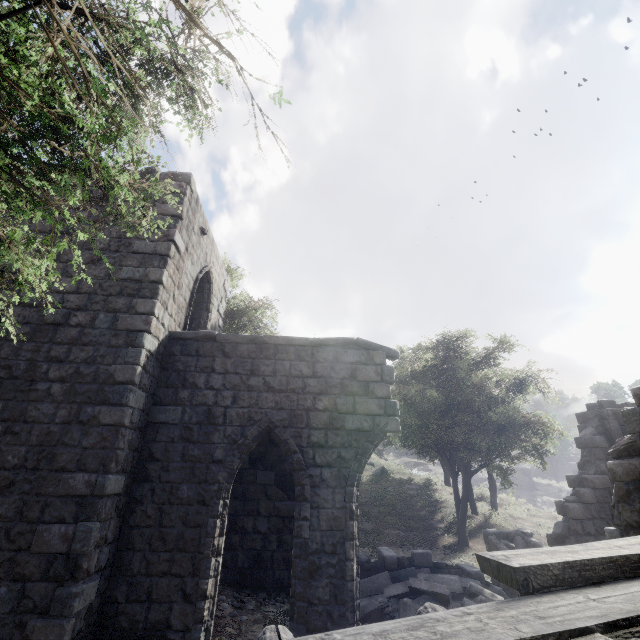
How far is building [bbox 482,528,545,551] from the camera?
9.80m

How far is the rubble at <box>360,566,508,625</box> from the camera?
7.09m

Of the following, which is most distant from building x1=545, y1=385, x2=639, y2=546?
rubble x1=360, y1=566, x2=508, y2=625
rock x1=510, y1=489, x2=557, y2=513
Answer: rock x1=510, y1=489, x2=557, y2=513

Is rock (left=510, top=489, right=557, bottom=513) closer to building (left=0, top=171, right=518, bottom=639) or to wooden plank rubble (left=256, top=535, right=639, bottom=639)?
building (left=0, top=171, right=518, bottom=639)

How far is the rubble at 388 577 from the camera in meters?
7.1 m

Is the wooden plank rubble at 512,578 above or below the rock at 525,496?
above

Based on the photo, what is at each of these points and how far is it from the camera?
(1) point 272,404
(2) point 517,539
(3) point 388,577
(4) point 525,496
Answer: (1) building, 7.9 meters
(2) building, 10.2 meters
(3) rubble, 8.5 meters
(4) rock, 50.7 meters

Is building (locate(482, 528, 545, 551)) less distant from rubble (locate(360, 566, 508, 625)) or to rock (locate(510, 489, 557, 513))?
rubble (locate(360, 566, 508, 625))
